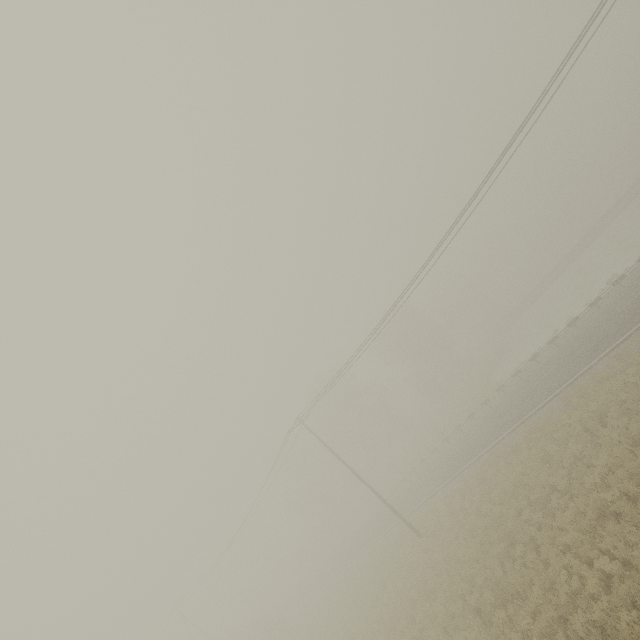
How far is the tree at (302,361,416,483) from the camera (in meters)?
47.42

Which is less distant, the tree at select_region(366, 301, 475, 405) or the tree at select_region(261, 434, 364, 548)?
the tree at select_region(366, 301, 475, 405)

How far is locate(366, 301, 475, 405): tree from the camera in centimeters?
4697cm

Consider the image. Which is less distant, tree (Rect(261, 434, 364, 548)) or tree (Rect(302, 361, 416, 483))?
tree (Rect(302, 361, 416, 483))

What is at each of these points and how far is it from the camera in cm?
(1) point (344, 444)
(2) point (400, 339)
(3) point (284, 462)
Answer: (1) tree, 5344
(2) tree, 5084
(3) tree, 5812

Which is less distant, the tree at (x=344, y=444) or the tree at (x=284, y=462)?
the tree at (x=344, y=444)

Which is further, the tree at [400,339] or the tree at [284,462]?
the tree at [284,462]
